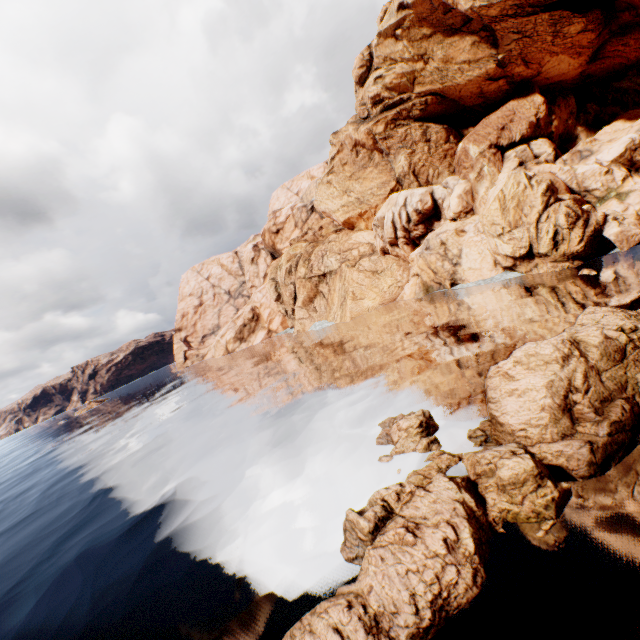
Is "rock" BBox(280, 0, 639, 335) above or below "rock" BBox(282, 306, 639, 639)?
above

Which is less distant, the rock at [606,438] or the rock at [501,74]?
the rock at [606,438]

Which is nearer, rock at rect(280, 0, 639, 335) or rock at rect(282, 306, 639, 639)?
rock at rect(282, 306, 639, 639)

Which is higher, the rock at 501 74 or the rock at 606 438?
the rock at 501 74

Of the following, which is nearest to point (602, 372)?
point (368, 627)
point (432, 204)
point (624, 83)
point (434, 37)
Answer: point (368, 627)
